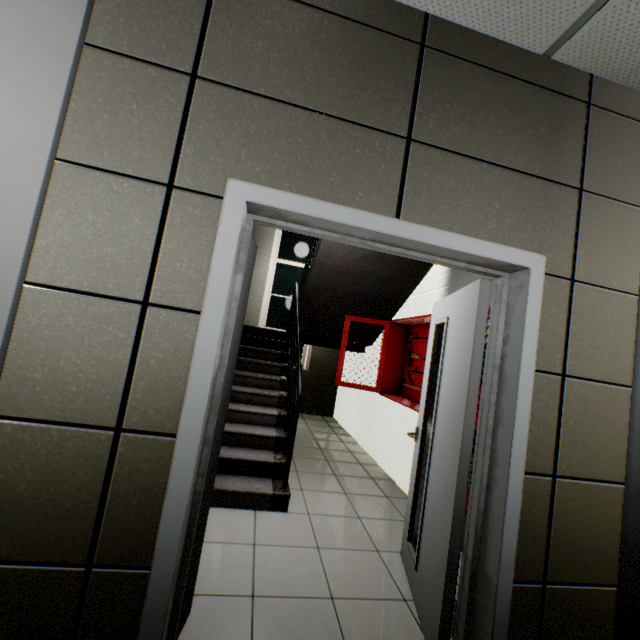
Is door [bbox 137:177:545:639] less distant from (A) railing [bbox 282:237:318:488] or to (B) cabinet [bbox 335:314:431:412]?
(B) cabinet [bbox 335:314:431:412]

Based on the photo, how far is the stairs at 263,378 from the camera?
2.9m

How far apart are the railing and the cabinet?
0.6m

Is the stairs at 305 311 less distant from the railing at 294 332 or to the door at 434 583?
the railing at 294 332

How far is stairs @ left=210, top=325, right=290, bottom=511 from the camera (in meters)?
2.94

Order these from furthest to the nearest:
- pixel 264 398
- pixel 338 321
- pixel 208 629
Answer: pixel 338 321 < pixel 264 398 < pixel 208 629

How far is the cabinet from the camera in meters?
4.0

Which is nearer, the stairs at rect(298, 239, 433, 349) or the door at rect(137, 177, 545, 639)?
the door at rect(137, 177, 545, 639)
